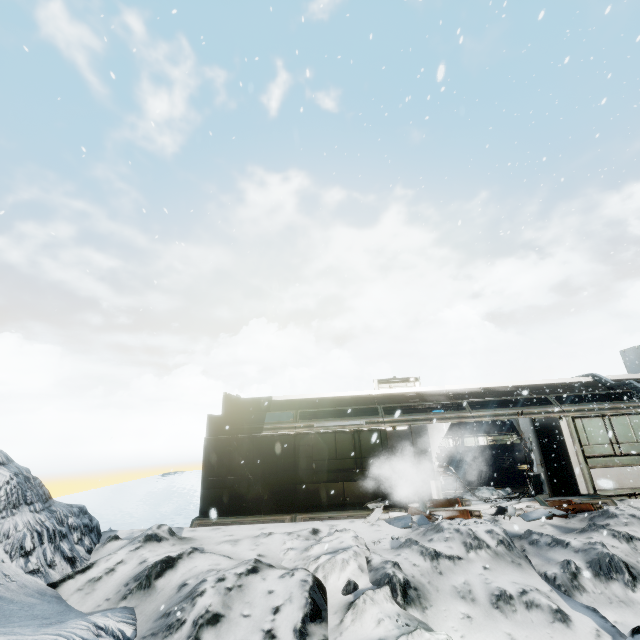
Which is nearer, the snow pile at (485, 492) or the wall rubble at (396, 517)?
the wall rubble at (396, 517)

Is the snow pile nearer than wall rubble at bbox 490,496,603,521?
No

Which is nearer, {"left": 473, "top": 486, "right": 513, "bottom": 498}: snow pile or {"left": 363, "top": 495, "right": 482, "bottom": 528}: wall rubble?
{"left": 363, "top": 495, "right": 482, "bottom": 528}: wall rubble

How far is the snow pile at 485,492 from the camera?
11.9 meters

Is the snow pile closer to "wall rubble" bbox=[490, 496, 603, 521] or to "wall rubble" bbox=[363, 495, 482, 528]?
"wall rubble" bbox=[363, 495, 482, 528]

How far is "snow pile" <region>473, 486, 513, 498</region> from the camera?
11.9m

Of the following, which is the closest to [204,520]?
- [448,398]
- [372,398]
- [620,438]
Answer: [372,398]

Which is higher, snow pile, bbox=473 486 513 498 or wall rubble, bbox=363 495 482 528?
snow pile, bbox=473 486 513 498
